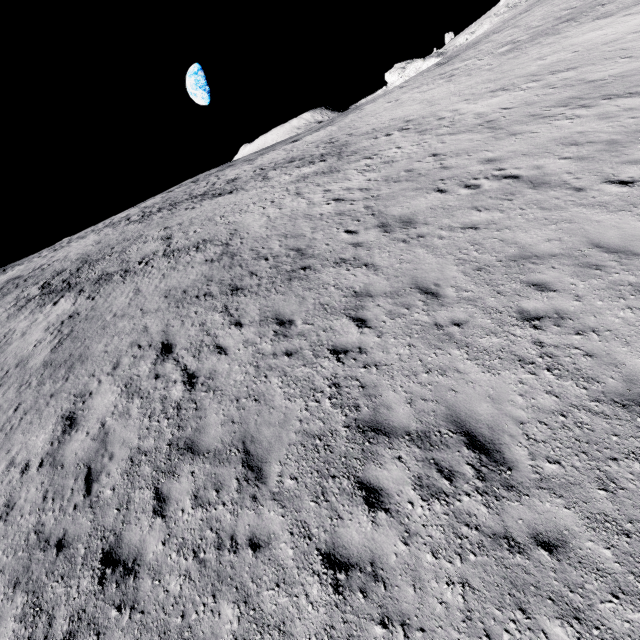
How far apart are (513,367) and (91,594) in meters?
8.3 m
